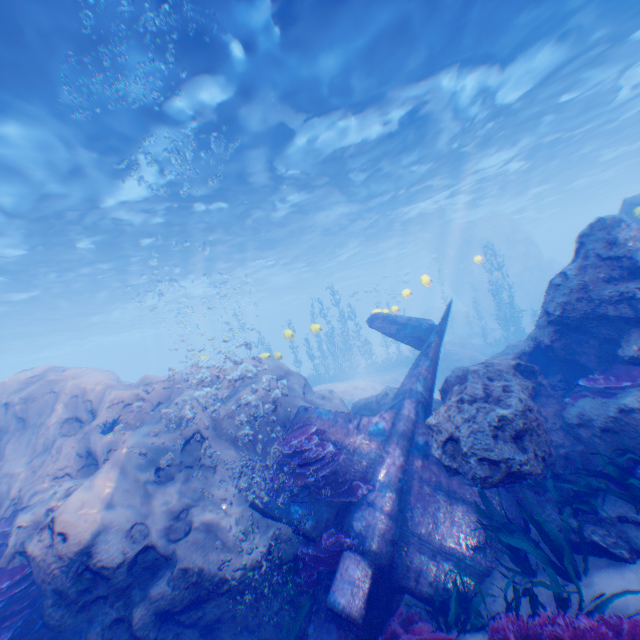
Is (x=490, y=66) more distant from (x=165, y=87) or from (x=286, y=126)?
(x=165, y=87)

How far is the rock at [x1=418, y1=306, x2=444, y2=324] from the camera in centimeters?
3907cm

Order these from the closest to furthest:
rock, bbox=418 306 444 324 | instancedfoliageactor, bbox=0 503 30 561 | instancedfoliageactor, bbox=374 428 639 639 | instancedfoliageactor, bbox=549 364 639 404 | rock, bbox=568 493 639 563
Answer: instancedfoliageactor, bbox=374 428 639 639 < rock, bbox=568 493 639 563 < instancedfoliageactor, bbox=549 364 639 404 < instancedfoliageactor, bbox=0 503 30 561 < rock, bbox=418 306 444 324

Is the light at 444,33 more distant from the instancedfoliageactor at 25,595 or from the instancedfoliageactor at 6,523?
the instancedfoliageactor at 25,595

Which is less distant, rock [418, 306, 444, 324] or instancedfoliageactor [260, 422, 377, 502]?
instancedfoliageactor [260, 422, 377, 502]

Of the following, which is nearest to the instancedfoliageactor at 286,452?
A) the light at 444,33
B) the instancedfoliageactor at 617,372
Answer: the light at 444,33

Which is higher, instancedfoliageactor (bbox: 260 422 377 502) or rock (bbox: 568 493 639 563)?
instancedfoliageactor (bbox: 260 422 377 502)
